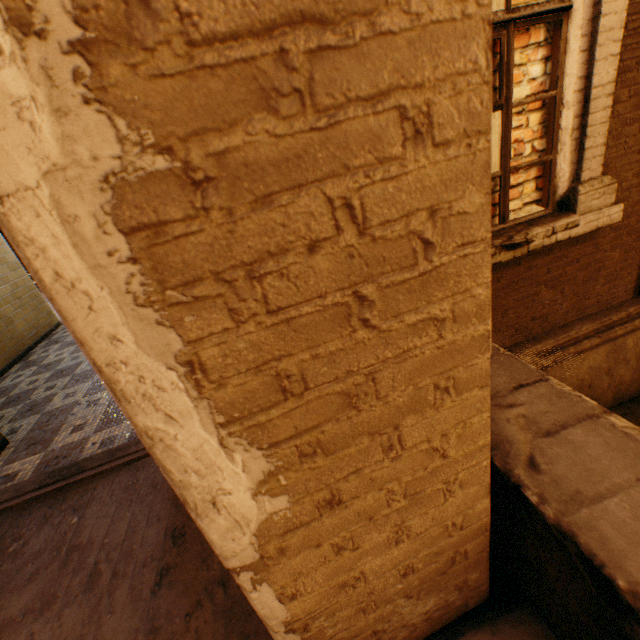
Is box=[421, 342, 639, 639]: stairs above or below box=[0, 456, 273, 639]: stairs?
above

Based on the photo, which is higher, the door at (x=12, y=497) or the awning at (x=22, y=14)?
the awning at (x=22, y=14)

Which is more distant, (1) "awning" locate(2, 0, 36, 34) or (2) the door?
(2) the door

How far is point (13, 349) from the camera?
5.19m

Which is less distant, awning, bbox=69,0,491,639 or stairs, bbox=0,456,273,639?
awning, bbox=69,0,491,639

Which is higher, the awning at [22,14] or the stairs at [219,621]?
the awning at [22,14]

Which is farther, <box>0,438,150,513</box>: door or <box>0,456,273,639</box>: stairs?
<box>0,438,150,513</box>: door

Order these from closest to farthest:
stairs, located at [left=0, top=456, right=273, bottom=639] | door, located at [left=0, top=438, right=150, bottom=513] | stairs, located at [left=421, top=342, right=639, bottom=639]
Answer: stairs, located at [left=421, top=342, right=639, bottom=639]
stairs, located at [left=0, top=456, right=273, bottom=639]
door, located at [left=0, top=438, right=150, bottom=513]
